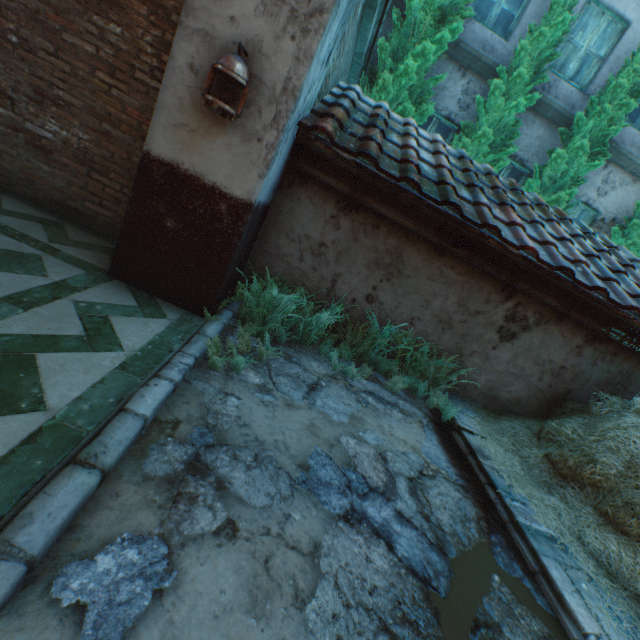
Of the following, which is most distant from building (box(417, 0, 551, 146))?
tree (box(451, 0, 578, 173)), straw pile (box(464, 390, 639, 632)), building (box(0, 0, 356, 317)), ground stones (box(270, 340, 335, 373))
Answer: ground stones (box(270, 340, 335, 373))

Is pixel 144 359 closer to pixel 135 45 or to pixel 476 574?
pixel 476 574

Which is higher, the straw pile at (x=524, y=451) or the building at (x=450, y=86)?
the building at (x=450, y=86)

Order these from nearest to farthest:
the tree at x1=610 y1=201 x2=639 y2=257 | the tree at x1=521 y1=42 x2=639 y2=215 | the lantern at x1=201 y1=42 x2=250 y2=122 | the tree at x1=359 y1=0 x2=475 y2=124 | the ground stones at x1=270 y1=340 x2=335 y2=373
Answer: the lantern at x1=201 y1=42 x2=250 y2=122 < the ground stones at x1=270 y1=340 x2=335 y2=373 < the tree at x1=359 y1=0 x2=475 y2=124 < the tree at x1=521 y1=42 x2=639 y2=215 < the tree at x1=610 y1=201 x2=639 y2=257

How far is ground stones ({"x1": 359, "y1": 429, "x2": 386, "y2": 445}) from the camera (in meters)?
2.70

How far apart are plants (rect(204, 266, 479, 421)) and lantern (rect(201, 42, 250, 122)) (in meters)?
1.34

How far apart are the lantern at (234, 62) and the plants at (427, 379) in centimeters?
134cm
